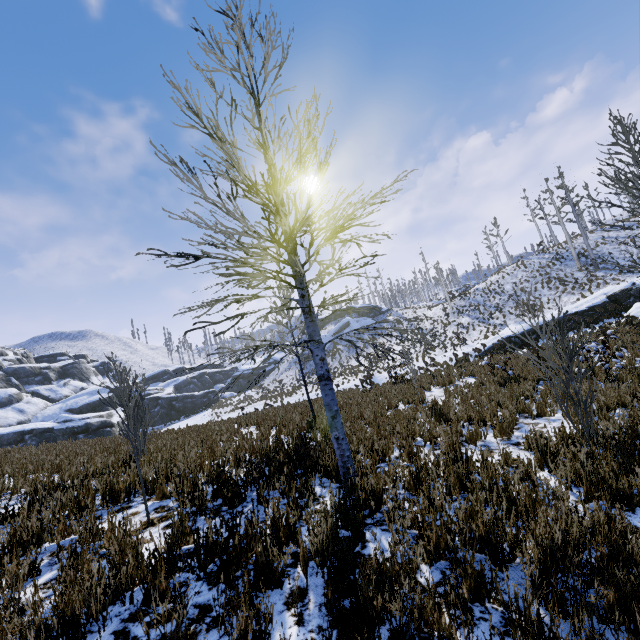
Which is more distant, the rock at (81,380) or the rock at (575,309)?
the rock at (81,380)

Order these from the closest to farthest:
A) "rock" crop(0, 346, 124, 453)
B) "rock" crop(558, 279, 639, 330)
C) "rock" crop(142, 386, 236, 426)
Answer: "rock" crop(558, 279, 639, 330)
"rock" crop(0, 346, 124, 453)
"rock" crop(142, 386, 236, 426)

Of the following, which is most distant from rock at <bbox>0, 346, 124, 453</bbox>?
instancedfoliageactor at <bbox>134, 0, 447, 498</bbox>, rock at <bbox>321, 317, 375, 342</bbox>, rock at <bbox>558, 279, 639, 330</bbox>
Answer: rock at <bbox>558, 279, 639, 330</bbox>

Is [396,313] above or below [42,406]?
above

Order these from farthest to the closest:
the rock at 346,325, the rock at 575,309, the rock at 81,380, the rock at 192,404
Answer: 1. the rock at 346,325
2. the rock at 192,404
3. the rock at 81,380
4. the rock at 575,309

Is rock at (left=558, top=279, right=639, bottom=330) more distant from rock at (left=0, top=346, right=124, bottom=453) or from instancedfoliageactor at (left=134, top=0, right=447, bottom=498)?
rock at (left=0, top=346, right=124, bottom=453)

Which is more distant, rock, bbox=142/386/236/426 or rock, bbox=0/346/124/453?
rock, bbox=142/386/236/426

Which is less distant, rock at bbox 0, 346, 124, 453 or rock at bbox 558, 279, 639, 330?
rock at bbox 558, 279, 639, 330
